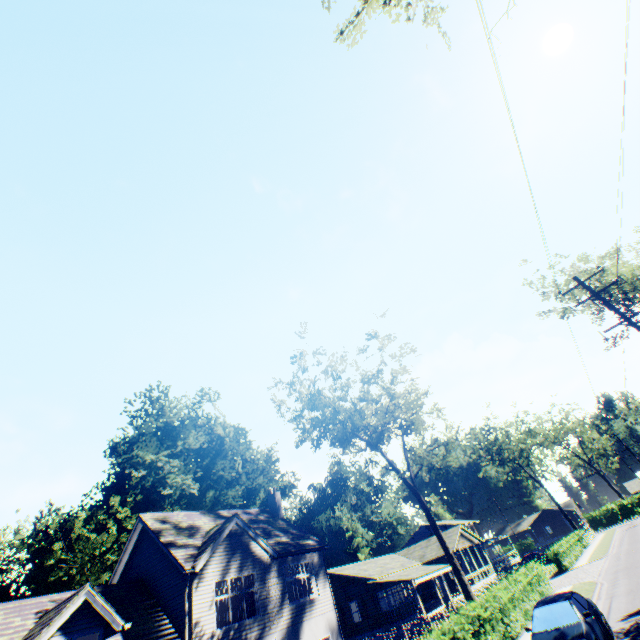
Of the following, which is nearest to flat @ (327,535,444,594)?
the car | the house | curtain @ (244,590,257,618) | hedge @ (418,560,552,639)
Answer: the house

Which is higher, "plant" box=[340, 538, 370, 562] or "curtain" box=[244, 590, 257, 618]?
"plant" box=[340, 538, 370, 562]

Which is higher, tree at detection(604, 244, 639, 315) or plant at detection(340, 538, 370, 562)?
tree at detection(604, 244, 639, 315)

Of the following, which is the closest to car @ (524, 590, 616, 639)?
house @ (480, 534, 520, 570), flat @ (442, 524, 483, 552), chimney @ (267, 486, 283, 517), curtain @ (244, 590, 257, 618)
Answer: curtain @ (244, 590, 257, 618)

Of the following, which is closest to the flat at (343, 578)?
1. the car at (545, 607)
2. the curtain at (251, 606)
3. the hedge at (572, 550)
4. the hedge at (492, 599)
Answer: the hedge at (572, 550)

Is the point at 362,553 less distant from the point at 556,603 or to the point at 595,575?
the point at 595,575

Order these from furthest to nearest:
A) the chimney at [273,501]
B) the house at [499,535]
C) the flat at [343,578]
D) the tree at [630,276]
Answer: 1. the house at [499,535]
2. the flat at [343,578]
3. the chimney at [273,501]
4. the tree at [630,276]

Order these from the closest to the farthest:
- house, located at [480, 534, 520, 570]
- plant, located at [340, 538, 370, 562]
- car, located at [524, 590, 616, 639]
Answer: car, located at [524, 590, 616, 639]
house, located at [480, 534, 520, 570]
plant, located at [340, 538, 370, 562]
